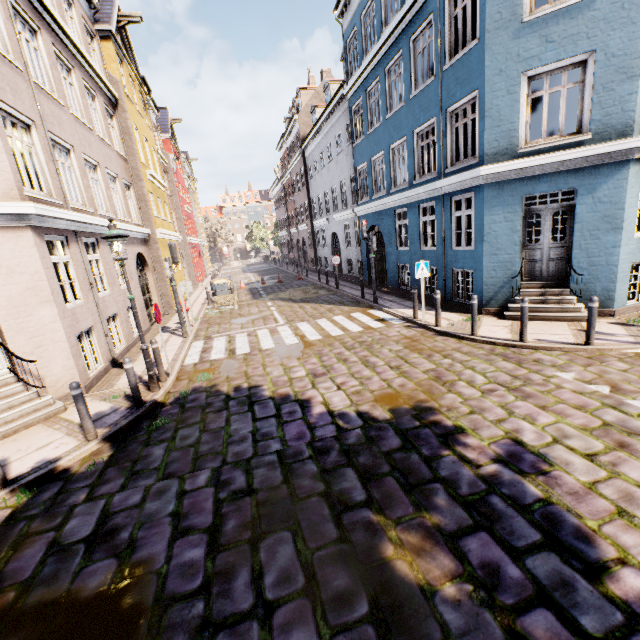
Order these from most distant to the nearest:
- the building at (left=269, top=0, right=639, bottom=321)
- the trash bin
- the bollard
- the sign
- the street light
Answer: the trash bin < the sign < the building at (left=269, top=0, right=639, bottom=321) < the street light < the bollard

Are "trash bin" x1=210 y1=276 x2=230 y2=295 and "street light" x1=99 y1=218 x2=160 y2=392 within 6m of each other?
no

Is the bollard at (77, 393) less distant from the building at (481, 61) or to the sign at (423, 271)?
the building at (481, 61)

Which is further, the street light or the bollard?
the street light

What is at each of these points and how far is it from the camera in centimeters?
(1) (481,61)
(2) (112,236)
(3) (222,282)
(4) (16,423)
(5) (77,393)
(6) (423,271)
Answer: (1) building, 877cm
(2) street light, 648cm
(3) trash bin, 1909cm
(4) building, 632cm
(5) bollard, 552cm
(6) sign, 1006cm

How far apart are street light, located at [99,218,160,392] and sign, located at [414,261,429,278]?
7.7m

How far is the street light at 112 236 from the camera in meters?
6.6 m

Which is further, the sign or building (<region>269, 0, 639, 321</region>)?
the sign
